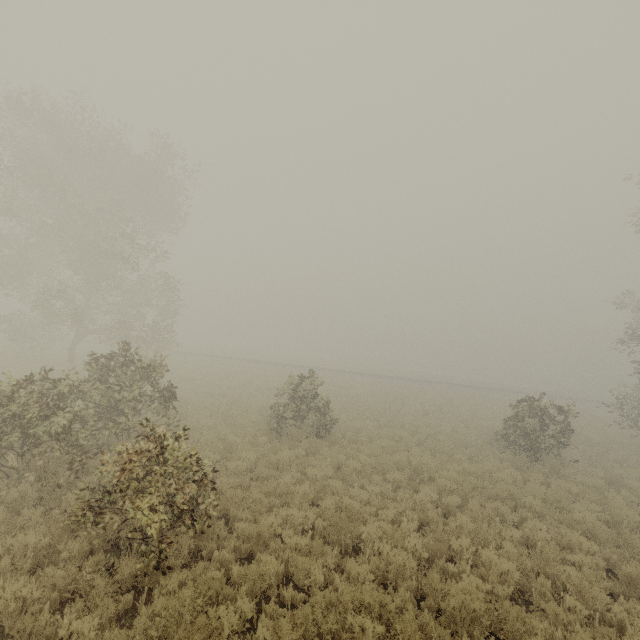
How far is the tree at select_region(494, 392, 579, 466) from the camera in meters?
14.1 m

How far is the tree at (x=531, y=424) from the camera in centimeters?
1408cm

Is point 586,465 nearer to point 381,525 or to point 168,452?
point 381,525
